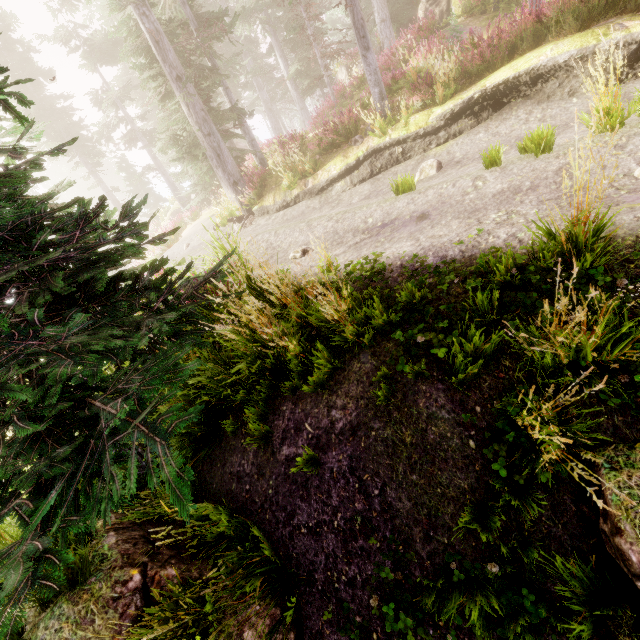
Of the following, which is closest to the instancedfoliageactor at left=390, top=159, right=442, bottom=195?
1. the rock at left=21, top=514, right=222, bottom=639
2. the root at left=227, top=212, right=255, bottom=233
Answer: the rock at left=21, top=514, right=222, bottom=639

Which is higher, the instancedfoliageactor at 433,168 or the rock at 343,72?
the rock at 343,72

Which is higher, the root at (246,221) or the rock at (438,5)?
the rock at (438,5)

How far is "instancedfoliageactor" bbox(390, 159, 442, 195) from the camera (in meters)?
6.85

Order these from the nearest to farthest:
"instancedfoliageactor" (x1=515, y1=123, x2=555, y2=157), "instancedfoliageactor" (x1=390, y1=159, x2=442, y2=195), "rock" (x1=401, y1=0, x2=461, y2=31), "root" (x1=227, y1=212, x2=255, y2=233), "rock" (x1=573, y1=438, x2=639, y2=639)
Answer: "rock" (x1=573, y1=438, x2=639, y2=639), "instancedfoliageactor" (x1=515, y1=123, x2=555, y2=157), "instancedfoliageactor" (x1=390, y1=159, x2=442, y2=195), "root" (x1=227, y1=212, x2=255, y2=233), "rock" (x1=401, y1=0, x2=461, y2=31)

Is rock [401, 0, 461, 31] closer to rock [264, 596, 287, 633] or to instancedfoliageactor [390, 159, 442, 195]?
instancedfoliageactor [390, 159, 442, 195]

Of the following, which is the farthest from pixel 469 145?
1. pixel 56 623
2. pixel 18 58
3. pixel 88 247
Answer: pixel 18 58

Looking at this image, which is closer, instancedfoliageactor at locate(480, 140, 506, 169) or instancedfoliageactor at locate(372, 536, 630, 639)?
instancedfoliageactor at locate(372, 536, 630, 639)
